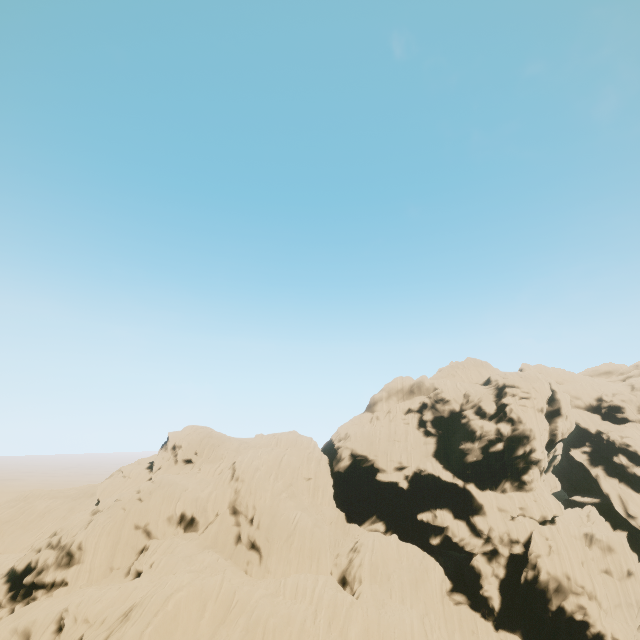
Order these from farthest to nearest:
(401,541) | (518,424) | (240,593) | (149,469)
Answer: (149,469), (518,424), (401,541), (240,593)
